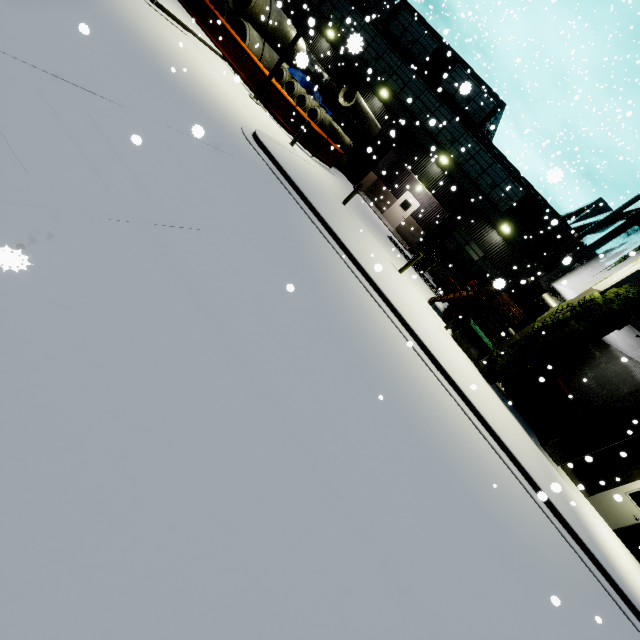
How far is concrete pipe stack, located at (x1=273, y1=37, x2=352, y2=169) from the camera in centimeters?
1808cm

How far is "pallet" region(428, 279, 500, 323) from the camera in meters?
14.1

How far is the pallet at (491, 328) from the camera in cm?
1376

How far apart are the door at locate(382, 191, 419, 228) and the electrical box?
12.4 meters

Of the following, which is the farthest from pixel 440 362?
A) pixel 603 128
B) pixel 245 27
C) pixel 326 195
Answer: pixel 245 27

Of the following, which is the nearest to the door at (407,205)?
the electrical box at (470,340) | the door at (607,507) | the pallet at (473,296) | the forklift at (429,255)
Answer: the forklift at (429,255)

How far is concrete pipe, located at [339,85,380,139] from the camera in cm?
1759

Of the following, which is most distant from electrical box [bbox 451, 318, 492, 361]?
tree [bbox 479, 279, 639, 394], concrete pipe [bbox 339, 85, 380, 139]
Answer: concrete pipe [bbox 339, 85, 380, 139]
